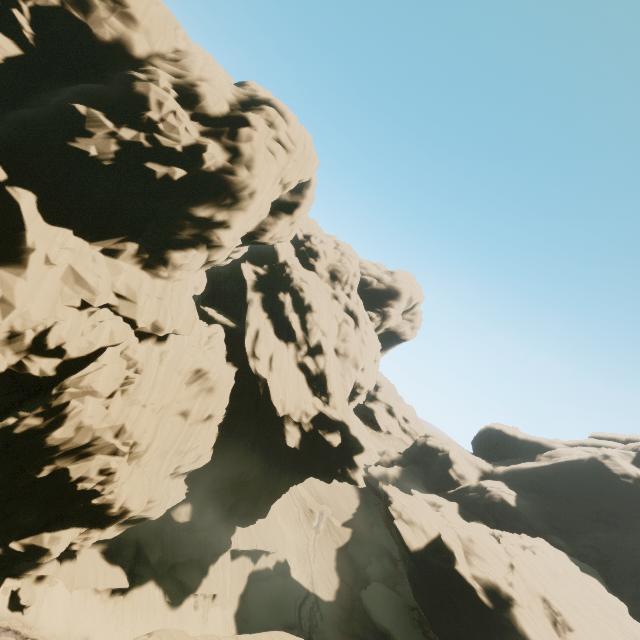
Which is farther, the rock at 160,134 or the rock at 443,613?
the rock at 443,613

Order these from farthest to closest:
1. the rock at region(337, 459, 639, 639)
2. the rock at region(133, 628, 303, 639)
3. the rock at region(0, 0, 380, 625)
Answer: the rock at region(337, 459, 639, 639) < the rock at region(0, 0, 380, 625) < the rock at region(133, 628, 303, 639)

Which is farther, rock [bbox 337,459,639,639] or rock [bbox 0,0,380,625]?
rock [bbox 337,459,639,639]

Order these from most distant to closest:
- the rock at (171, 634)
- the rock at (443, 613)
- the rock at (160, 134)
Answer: the rock at (443, 613)
the rock at (160, 134)
the rock at (171, 634)

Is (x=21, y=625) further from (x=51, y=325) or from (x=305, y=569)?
(x=305, y=569)
